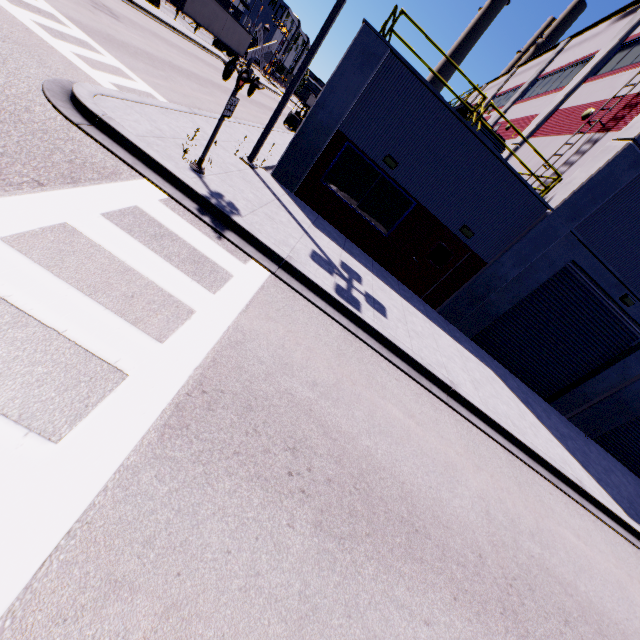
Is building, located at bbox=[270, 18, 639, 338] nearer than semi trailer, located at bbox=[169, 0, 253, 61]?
Yes

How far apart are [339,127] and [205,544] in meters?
11.2 m

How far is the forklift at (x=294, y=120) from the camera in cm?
2631

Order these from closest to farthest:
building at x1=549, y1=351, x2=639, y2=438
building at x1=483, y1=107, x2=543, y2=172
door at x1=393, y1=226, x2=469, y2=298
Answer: door at x1=393, y1=226, x2=469, y2=298, building at x1=549, y1=351, x2=639, y2=438, building at x1=483, y1=107, x2=543, y2=172

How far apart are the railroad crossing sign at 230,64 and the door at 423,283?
7.3m

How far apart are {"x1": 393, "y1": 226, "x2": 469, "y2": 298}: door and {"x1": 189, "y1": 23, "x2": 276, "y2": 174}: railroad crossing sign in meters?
7.3

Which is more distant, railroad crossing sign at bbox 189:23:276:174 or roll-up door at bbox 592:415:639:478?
roll-up door at bbox 592:415:639:478

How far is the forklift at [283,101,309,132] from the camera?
26.31m
